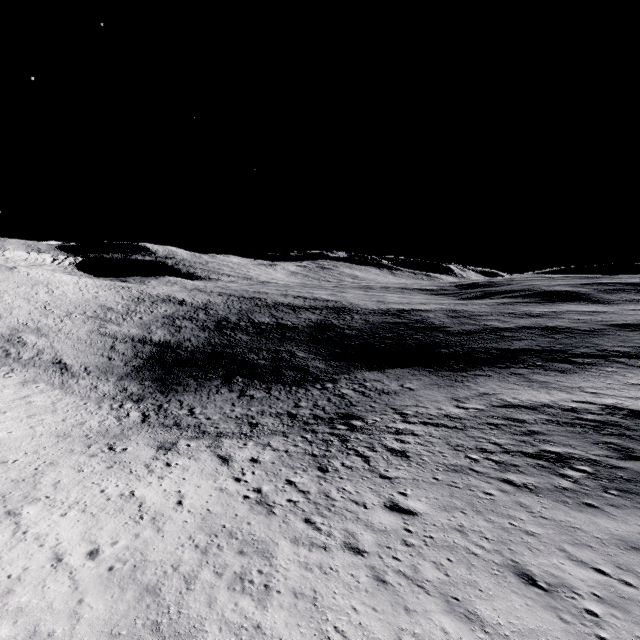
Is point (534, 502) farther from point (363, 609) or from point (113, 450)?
point (113, 450)
